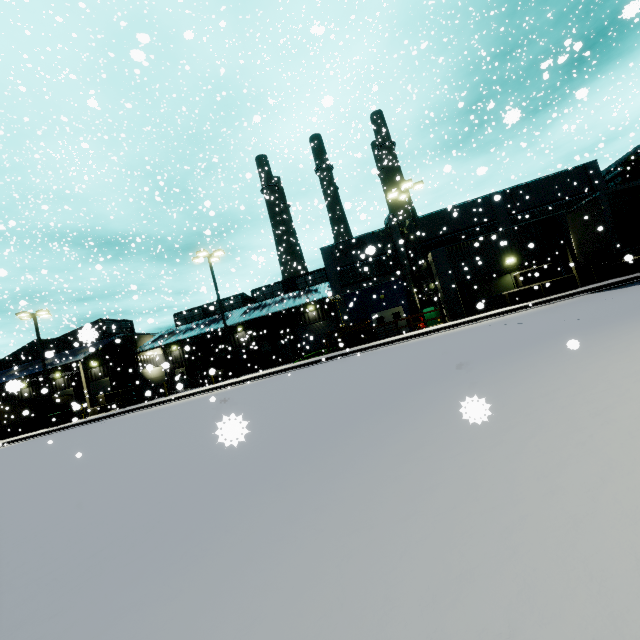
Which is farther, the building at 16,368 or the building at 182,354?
the building at 182,354

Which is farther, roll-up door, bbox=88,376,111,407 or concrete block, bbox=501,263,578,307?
roll-up door, bbox=88,376,111,407

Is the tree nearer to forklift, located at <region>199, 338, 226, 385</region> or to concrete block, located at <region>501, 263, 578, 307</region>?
concrete block, located at <region>501, 263, 578, 307</region>

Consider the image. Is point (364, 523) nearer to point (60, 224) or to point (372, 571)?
point (372, 571)

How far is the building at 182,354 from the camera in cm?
3033

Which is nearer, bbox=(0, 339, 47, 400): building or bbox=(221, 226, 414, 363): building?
bbox=(0, 339, 47, 400): building

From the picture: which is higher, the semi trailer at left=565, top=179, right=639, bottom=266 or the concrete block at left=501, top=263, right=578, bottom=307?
the semi trailer at left=565, top=179, right=639, bottom=266

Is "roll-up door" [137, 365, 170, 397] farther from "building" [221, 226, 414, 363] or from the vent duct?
the vent duct
